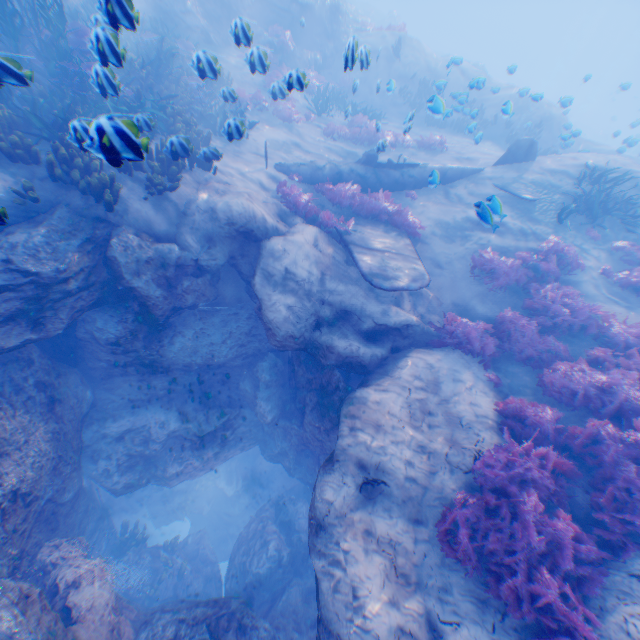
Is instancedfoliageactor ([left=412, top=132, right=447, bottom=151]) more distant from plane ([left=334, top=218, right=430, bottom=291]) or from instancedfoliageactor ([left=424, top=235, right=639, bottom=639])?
instancedfoliageactor ([left=424, top=235, right=639, bottom=639])

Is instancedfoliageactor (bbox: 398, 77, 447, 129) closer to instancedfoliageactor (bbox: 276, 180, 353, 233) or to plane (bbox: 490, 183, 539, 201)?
plane (bbox: 490, 183, 539, 201)

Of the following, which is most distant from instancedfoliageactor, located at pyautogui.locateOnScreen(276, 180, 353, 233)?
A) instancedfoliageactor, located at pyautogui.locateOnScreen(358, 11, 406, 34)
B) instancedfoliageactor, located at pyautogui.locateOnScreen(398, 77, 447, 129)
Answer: instancedfoliageactor, located at pyautogui.locateOnScreen(358, 11, 406, 34)

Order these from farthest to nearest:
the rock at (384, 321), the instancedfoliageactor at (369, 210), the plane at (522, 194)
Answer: the plane at (522, 194) < the instancedfoliageactor at (369, 210) < the rock at (384, 321)

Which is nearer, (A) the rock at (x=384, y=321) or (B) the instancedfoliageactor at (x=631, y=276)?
(A) the rock at (x=384, y=321)

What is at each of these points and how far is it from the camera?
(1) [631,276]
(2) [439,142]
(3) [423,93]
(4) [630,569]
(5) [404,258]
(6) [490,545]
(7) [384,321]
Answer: (1) instancedfoliageactor, 9.5m
(2) instancedfoliageactor, 14.7m
(3) instancedfoliageactor, 19.4m
(4) rock, 5.1m
(5) plane, 8.8m
(6) instancedfoliageactor, 5.4m
(7) rock, 8.6m

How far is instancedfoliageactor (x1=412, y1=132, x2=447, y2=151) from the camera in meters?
14.8

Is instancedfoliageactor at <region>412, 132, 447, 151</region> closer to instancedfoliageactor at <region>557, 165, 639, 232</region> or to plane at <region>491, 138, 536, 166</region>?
plane at <region>491, 138, 536, 166</region>
